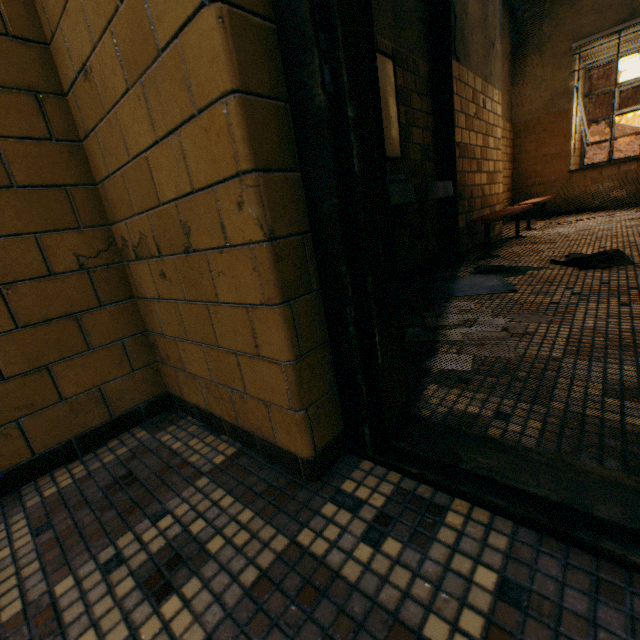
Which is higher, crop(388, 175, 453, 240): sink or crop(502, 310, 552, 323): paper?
crop(388, 175, 453, 240): sink

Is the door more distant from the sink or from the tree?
the tree

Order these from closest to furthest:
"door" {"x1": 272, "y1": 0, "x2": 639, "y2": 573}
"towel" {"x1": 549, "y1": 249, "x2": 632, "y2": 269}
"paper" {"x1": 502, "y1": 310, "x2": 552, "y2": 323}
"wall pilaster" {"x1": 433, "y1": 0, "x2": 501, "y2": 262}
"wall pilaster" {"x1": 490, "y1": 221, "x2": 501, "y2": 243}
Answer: "door" {"x1": 272, "y1": 0, "x2": 639, "y2": 573}, "paper" {"x1": 502, "y1": 310, "x2": 552, "y2": 323}, "towel" {"x1": 549, "y1": 249, "x2": 632, "y2": 269}, "wall pilaster" {"x1": 433, "y1": 0, "x2": 501, "y2": 262}, "wall pilaster" {"x1": 490, "y1": 221, "x2": 501, "y2": 243}

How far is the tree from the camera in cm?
3462

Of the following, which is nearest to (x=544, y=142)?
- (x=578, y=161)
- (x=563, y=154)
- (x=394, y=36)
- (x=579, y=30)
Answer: (x=563, y=154)

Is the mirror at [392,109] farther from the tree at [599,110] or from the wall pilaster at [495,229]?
the tree at [599,110]

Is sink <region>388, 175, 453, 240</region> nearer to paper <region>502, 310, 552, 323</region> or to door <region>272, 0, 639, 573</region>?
paper <region>502, 310, 552, 323</region>

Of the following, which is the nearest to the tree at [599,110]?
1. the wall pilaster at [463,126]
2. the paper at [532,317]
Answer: the wall pilaster at [463,126]
